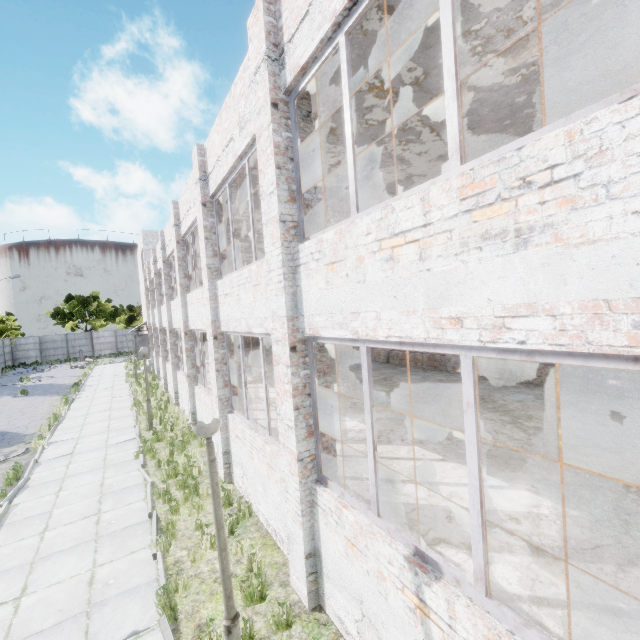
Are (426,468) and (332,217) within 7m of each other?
no
